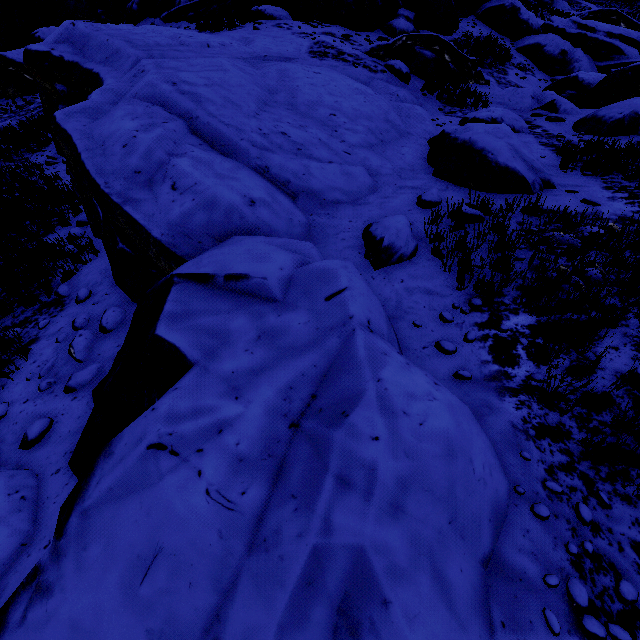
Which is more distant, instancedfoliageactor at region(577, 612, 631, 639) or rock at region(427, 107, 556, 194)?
rock at region(427, 107, 556, 194)

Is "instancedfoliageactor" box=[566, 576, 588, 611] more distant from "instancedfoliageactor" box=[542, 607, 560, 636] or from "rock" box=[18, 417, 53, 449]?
"instancedfoliageactor" box=[542, 607, 560, 636]

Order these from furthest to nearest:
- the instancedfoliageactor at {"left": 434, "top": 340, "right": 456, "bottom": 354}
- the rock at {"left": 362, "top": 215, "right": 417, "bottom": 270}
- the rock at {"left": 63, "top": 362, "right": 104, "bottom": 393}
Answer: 1. the rock at {"left": 362, "top": 215, "right": 417, "bottom": 270}
2. the rock at {"left": 63, "top": 362, "right": 104, "bottom": 393}
3. the instancedfoliageactor at {"left": 434, "top": 340, "right": 456, "bottom": 354}

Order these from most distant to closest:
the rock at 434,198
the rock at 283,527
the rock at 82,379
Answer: the rock at 434,198 < the rock at 82,379 < the rock at 283,527

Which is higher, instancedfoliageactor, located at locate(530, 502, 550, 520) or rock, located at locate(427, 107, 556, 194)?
rock, located at locate(427, 107, 556, 194)

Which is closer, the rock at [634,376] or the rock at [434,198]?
the rock at [634,376]

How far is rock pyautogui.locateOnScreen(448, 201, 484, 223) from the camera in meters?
5.1

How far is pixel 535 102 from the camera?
11.67m
